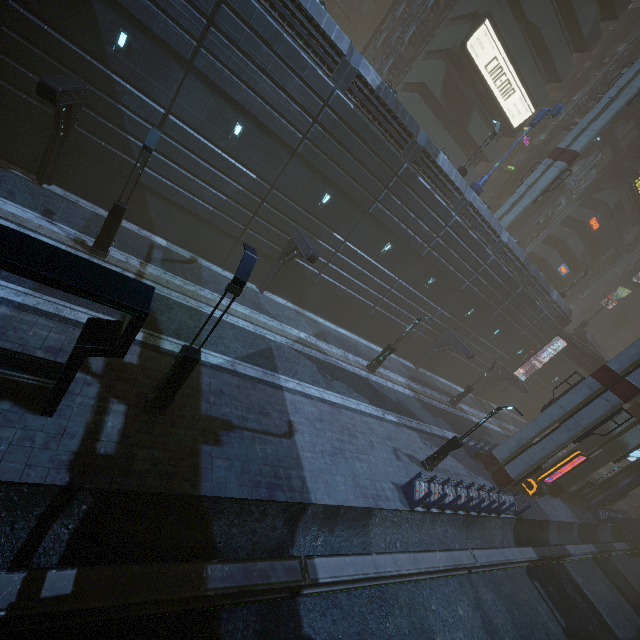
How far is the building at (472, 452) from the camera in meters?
22.3

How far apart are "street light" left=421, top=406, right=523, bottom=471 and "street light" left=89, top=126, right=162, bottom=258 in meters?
18.2

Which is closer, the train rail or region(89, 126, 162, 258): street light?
the train rail

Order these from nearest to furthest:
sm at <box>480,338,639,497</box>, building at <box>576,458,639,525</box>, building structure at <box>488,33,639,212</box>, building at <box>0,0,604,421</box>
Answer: building at <box>0,0,604,421</box> → sm at <box>480,338,639,497</box> → building at <box>576,458,639,525</box> → building structure at <box>488,33,639,212</box>

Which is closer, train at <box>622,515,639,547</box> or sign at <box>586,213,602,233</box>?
train at <box>622,515,639,547</box>

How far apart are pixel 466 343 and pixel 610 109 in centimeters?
2188cm

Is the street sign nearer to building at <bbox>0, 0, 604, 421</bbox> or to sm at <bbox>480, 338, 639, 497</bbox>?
building at <bbox>0, 0, 604, 421</bbox>

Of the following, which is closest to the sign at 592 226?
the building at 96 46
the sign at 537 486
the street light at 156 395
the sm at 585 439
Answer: the building at 96 46
